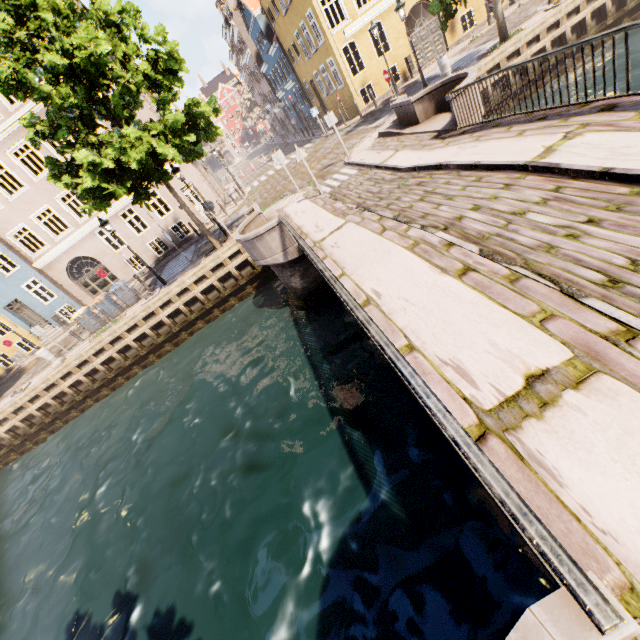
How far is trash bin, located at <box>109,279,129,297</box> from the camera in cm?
1648

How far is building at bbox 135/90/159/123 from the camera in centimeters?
2058cm

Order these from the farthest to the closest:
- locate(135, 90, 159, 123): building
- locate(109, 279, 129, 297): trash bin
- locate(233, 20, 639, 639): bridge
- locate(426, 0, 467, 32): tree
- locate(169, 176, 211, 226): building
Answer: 1. locate(169, 176, 211, 226): building
2. locate(135, 90, 159, 123): building
3. locate(109, 279, 129, 297): trash bin
4. locate(426, 0, 467, 32): tree
5. locate(233, 20, 639, 639): bridge

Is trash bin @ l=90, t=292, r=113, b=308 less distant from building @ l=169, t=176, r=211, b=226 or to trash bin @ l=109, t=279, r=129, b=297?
trash bin @ l=109, t=279, r=129, b=297

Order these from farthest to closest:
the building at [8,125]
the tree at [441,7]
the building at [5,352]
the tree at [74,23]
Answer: the building at [5,352]
the building at [8,125]
the tree at [441,7]
the tree at [74,23]

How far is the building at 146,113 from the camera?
20.6 meters

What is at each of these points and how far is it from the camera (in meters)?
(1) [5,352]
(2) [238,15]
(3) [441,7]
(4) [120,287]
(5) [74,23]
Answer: (1) building, 23.00
(2) building, 34.97
(3) tree, 13.73
(4) trash bin, 16.56
(5) tree, 11.22

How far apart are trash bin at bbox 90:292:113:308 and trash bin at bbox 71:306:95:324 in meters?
0.4
